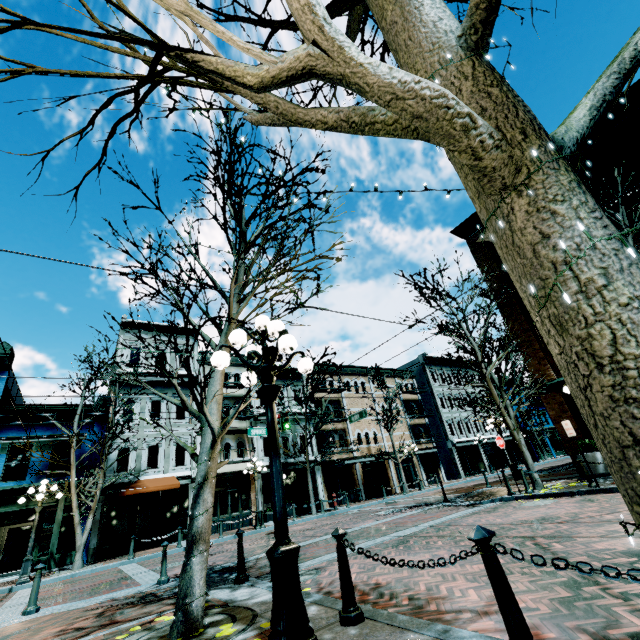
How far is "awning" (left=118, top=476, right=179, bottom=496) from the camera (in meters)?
17.31

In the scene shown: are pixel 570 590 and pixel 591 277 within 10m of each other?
yes

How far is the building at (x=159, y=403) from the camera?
21.0 meters

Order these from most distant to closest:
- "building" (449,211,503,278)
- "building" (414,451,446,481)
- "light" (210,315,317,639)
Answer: "building" (414,451,446,481)
"building" (449,211,503,278)
"light" (210,315,317,639)

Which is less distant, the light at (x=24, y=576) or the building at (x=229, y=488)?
the light at (x=24, y=576)

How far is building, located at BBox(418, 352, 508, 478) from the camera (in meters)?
34.28

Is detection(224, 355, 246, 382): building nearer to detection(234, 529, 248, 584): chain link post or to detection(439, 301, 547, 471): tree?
detection(439, 301, 547, 471): tree

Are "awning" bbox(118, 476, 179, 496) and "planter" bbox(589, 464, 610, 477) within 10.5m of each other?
no
